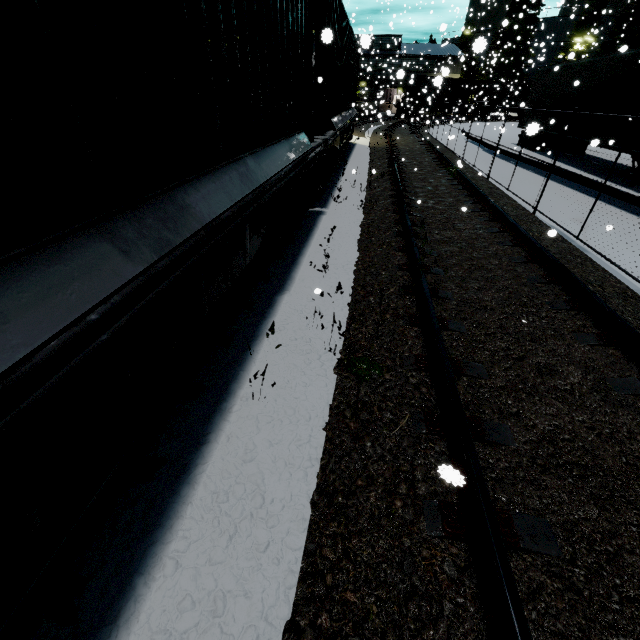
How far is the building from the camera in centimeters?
2860cm

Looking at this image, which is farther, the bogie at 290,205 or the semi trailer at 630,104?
the semi trailer at 630,104

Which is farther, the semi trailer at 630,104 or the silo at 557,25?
the silo at 557,25

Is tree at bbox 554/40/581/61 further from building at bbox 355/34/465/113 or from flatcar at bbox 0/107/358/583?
flatcar at bbox 0/107/358/583

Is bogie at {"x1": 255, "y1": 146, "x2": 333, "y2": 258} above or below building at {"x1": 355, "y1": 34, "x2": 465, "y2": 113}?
below

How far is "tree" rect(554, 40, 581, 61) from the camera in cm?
906

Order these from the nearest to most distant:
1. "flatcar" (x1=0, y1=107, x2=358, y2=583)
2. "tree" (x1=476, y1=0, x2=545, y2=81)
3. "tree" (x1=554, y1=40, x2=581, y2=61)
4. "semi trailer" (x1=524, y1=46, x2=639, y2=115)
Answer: "flatcar" (x1=0, y1=107, x2=358, y2=583) < "tree" (x1=554, y1=40, x2=581, y2=61) < "semi trailer" (x1=524, y1=46, x2=639, y2=115) < "tree" (x1=476, y1=0, x2=545, y2=81)

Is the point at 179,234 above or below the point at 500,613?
above
